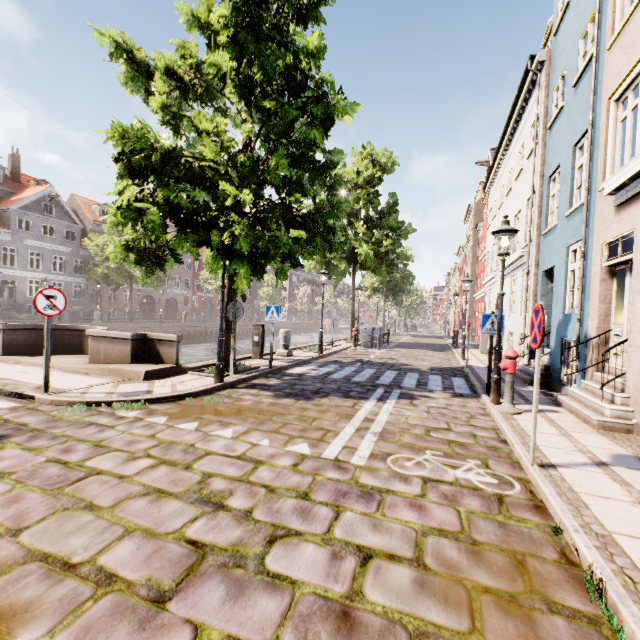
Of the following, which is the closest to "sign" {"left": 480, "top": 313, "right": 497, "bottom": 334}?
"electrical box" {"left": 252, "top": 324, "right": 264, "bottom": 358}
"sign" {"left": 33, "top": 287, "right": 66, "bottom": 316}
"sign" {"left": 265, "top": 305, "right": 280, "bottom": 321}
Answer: "sign" {"left": 265, "top": 305, "right": 280, "bottom": 321}

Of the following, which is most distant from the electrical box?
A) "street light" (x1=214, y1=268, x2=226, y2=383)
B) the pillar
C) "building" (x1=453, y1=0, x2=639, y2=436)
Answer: "building" (x1=453, y1=0, x2=639, y2=436)

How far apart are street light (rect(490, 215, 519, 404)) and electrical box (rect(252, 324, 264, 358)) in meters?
7.5 m

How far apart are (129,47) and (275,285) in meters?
7.8 m

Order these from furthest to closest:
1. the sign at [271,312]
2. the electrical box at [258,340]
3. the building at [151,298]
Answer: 1. the building at [151,298]
2. the electrical box at [258,340]
3. the sign at [271,312]

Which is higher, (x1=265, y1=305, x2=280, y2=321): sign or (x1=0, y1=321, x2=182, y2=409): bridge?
(x1=265, y1=305, x2=280, y2=321): sign

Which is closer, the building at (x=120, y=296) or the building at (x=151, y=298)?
the building at (x=120, y=296)

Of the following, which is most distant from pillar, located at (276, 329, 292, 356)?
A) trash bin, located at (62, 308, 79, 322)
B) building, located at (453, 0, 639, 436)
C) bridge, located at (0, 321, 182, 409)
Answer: building, located at (453, 0, 639, 436)
